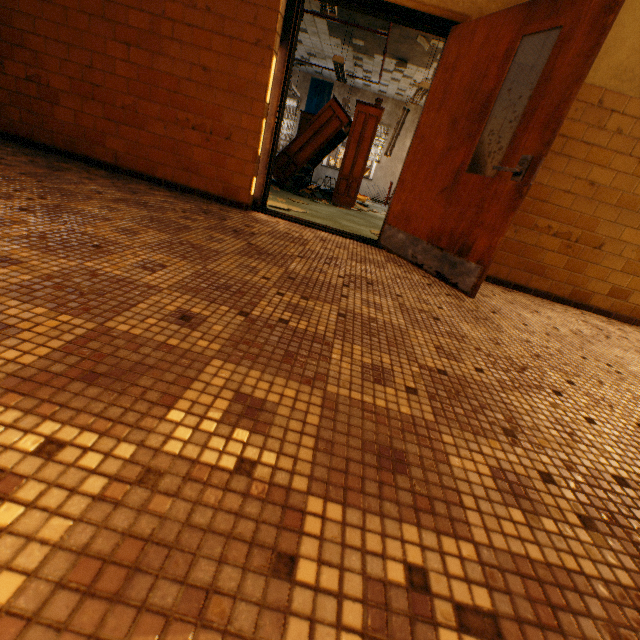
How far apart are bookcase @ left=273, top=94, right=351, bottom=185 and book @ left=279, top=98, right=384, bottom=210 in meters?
0.0

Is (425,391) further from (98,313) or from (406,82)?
(406,82)

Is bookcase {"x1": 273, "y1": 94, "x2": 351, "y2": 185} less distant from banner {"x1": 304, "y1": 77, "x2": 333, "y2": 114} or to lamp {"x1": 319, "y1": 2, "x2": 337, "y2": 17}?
lamp {"x1": 319, "y1": 2, "x2": 337, "y2": 17}

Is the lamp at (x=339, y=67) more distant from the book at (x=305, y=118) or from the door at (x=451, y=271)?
the door at (x=451, y=271)

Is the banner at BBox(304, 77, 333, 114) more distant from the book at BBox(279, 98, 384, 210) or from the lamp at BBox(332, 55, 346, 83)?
the lamp at BBox(332, 55, 346, 83)

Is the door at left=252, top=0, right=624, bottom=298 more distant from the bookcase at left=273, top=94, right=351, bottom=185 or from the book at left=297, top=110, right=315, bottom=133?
the book at left=297, top=110, right=315, bottom=133

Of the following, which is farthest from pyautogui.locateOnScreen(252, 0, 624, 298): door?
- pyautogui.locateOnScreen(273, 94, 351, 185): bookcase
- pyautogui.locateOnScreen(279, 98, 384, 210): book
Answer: pyautogui.locateOnScreen(273, 94, 351, 185): bookcase

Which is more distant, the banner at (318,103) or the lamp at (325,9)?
the banner at (318,103)
